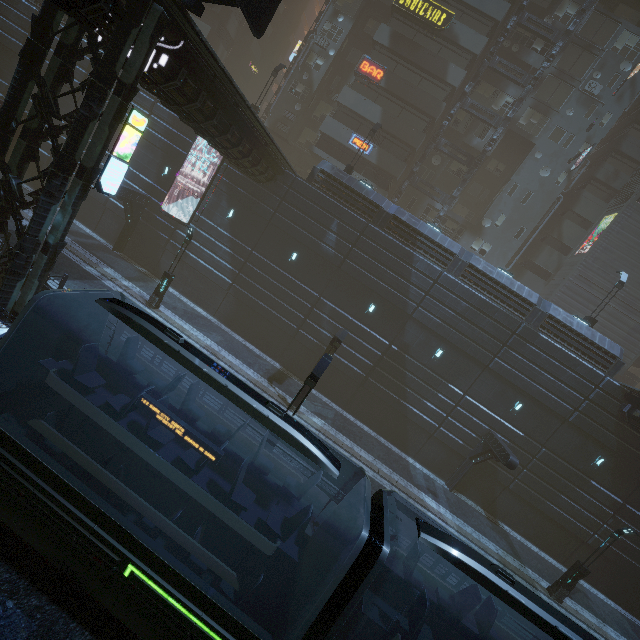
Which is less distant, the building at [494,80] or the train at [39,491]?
the train at [39,491]

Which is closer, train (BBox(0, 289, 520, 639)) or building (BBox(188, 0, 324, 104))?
train (BBox(0, 289, 520, 639))

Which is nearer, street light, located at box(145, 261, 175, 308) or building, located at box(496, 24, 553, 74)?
street light, located at box(145, 261, 175, 308)

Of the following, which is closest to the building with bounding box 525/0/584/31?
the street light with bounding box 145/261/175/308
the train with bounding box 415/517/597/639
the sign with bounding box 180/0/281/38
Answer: the sign with bounding box 180/0/281/38

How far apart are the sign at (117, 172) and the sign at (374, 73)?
25.5 meters

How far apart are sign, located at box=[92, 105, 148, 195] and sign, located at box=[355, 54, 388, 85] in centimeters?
2553cm

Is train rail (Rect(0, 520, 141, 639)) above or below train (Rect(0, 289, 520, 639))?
below

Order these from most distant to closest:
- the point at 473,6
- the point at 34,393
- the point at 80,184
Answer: the point at 473,6, the point at 80,184, the point at 34,393
